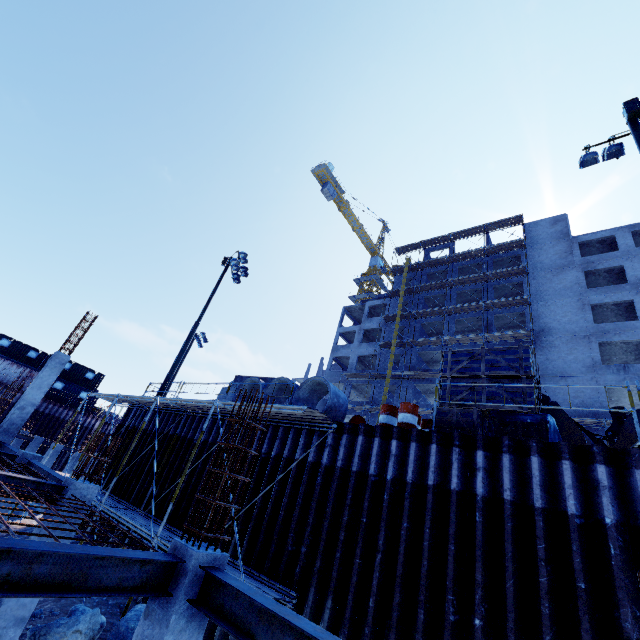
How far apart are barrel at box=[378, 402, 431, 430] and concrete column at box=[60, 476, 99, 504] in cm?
760

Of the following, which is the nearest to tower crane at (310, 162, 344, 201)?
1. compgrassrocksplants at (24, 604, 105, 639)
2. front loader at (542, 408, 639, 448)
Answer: front loader at (542, 408, 639, 448)

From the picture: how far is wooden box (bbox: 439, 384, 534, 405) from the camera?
7.9m

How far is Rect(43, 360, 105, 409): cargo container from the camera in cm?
3634

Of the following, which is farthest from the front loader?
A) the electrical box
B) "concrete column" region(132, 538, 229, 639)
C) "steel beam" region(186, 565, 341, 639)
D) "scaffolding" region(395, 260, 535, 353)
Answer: "scaffolding" region(395, 260, 535, 353)

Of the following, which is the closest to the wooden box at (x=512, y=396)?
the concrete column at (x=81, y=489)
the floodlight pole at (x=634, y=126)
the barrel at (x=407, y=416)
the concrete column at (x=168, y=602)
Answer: the barrel at (x=407, y=416)

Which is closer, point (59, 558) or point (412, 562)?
point (59, 558)

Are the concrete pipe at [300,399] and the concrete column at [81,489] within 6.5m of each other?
yes
